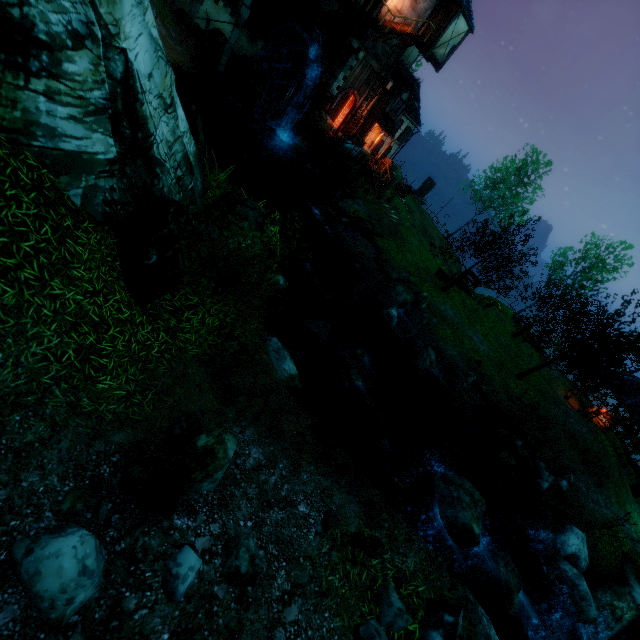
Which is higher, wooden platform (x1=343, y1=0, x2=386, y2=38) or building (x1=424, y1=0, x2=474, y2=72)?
building (x1=424, y1=0, x2=474, y2=72)

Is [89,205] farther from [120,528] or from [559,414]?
[559,414]

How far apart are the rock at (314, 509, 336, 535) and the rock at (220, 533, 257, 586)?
1.08m

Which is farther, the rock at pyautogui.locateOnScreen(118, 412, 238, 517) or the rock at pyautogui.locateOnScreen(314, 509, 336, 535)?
the rock at pyautogui.locateOnScreen(314, 509, 336, 535)

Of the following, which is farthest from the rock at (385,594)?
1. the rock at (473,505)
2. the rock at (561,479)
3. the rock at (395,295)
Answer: the rock at (561,479)

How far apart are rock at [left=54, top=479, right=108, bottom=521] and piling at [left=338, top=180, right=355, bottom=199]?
25.12m

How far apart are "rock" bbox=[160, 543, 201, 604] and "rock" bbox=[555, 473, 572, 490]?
18.6 meters

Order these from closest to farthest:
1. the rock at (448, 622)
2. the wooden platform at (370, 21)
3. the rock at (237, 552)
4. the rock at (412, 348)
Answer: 1. the rock at (237, 552)
2. the rock at (448, 622)
3. the rock at (412, 348)
4. the wooden platform at (370, 21)
